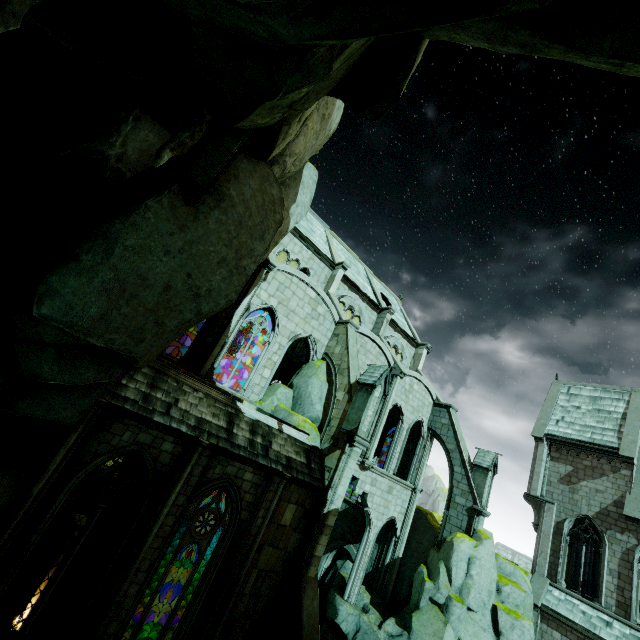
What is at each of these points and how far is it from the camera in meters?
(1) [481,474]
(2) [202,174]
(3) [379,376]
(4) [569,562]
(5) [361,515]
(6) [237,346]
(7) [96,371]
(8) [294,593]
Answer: (1) merlon, 20.2
(2) archway, 6.2
(3) merlon, 14.3
(4) building, 21.2
(5) building, 24.2
(6) building, 32.1
(7) rock, 6.7
(8) buttress, 11.4

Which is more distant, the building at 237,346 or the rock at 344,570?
the building at 237,346

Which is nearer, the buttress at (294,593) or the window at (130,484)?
the window at (130,484)

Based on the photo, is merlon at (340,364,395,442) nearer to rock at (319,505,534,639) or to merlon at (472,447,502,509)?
rock at (319,505,534,639)

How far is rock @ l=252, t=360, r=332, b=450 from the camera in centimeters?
1467cm

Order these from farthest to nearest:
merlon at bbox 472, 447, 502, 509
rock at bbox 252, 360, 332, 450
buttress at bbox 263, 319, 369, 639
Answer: merlon at bbox 472, 447, 502, 509 → rock at bbox 252, 360, 332, 450 → buttress at bbox 263, 319, 369, 639

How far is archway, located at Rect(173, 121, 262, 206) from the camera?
5.60m

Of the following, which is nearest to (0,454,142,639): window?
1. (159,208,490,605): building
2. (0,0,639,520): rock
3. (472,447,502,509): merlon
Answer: (0,0,639,520): rock
